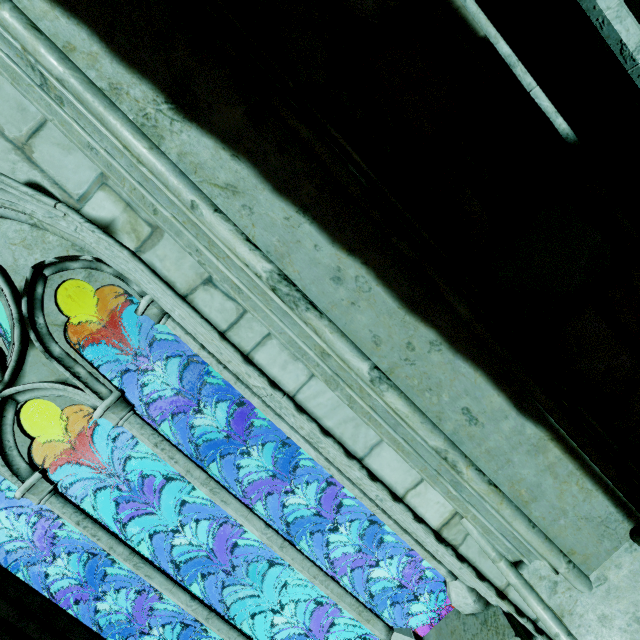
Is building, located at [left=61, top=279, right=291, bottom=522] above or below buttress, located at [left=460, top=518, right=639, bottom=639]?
above

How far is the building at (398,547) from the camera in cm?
940

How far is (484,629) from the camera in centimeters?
240cm

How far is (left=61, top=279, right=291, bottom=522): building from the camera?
5.04m

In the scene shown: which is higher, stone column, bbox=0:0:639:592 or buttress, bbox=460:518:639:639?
stone column, bbox=0:0:639:592

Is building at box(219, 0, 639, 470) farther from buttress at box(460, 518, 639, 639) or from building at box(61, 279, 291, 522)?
building at box(61, 279, 291, 522)

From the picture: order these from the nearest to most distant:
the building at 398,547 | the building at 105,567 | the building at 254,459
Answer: the building at 105,567, the building at 254,459, the building at 398,547

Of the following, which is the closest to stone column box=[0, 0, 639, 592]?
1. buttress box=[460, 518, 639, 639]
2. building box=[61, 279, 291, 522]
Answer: buttress box=[460, 518, 639, 639]
